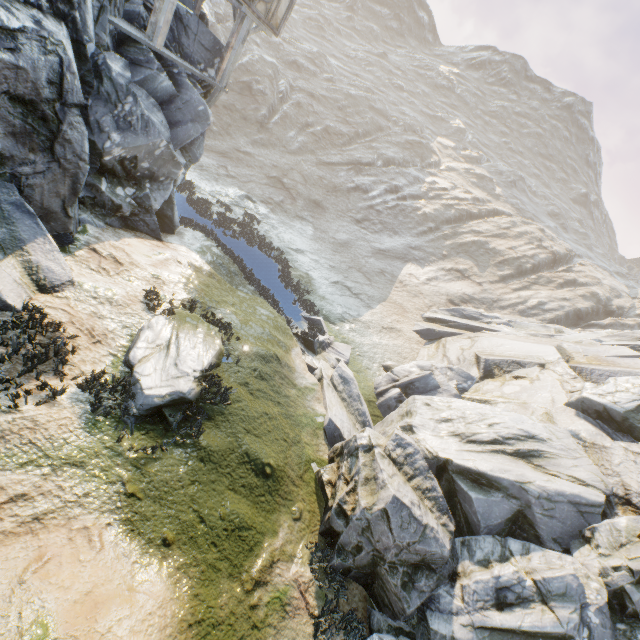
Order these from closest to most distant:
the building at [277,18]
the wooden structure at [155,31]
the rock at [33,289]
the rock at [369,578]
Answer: the rock at [33,289] < the rock at [369,578] < the wooden structure at [155,31] < the building at [277,18]

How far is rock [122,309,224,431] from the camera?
7.0 meters

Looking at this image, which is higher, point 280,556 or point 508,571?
point 508,571

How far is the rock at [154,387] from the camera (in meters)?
7.01

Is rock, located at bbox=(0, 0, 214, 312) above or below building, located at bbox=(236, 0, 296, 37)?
below

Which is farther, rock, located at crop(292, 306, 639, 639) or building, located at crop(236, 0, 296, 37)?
building, located at crop(236, 0, 296, 37)

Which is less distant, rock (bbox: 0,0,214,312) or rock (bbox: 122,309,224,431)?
rock (bbox: 0,0,214,312)

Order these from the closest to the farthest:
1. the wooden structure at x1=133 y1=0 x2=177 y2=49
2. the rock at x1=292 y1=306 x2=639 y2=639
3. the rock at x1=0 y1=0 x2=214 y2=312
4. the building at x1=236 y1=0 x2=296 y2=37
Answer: the rock at x1=0 y1=0 x2=214 y2=312, the rock at x1=292 y1=306 x2=639 y2=639, the wooden structure at x1=133 y1=0 x2=177 y2=49, the building at x1=236 y1=0 x2=296 y2=37
